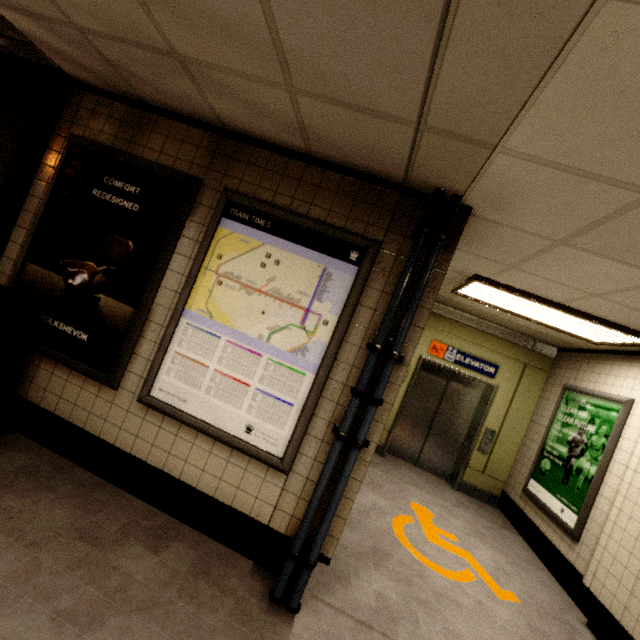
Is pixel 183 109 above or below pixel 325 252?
above

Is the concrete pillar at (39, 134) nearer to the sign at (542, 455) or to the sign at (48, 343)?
the sign at (48, 343)

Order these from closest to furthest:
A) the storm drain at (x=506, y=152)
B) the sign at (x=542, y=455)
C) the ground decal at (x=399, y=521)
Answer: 1. the storm drain at (x=506, y=152)
2. the ground decal at (x=399, y=521)
3. the sign at (x=542, y=455)

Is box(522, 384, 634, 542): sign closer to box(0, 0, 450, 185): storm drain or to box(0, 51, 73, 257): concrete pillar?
box(0, 0, 450, 185): storm drain

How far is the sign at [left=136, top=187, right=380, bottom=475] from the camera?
2.3 meters

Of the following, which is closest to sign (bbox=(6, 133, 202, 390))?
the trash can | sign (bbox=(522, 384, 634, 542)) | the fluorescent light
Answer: the trash can

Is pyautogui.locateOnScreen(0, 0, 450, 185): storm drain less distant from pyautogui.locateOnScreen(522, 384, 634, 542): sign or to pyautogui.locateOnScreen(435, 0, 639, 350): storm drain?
pyautogui.locateOnScreen(435, 0, 639, 350): storm drain

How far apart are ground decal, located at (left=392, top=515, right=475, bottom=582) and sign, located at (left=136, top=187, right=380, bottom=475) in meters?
2.0
